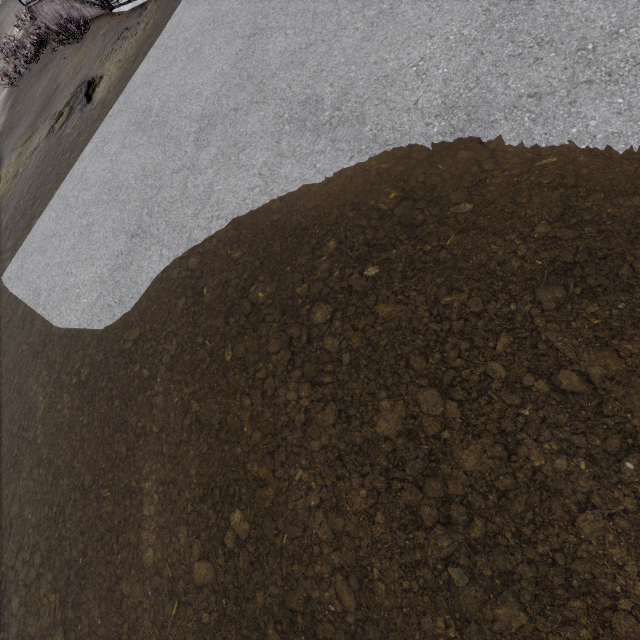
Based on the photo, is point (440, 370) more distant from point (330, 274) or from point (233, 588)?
point (233, 588)
